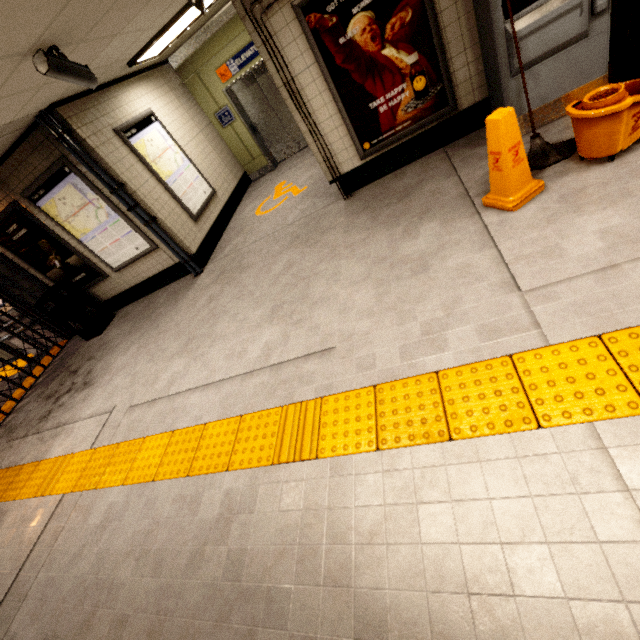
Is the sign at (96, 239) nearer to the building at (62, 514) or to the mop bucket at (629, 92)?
the building at (62, 514)

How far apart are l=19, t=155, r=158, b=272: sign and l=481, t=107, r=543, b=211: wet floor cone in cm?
529

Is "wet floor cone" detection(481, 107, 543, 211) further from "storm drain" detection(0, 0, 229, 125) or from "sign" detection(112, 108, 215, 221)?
"sign" detection(112, 108, 215, 221)

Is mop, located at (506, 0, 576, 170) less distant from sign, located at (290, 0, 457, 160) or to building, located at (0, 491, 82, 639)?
sign, located at (290, 0, 457, 160)

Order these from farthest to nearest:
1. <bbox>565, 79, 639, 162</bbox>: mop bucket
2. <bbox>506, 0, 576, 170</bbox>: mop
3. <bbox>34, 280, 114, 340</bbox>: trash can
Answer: <bbox>34, 280, 114, 340</bbox>: trash can < <bbox>506, 0, 576, 170</bbox>: mop < <bbox>565, 79, 639, 162</bbox>: mop bucket

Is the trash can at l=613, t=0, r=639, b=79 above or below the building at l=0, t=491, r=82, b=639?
above

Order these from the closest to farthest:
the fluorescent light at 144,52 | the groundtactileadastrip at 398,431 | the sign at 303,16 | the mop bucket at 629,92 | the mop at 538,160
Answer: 1. the groundtactileadastrip at 398,431
2. the mop bucket at 629,92
3. the mop at 538,160
4. the sign at 303,16
5. the fluorescent light at 144,52

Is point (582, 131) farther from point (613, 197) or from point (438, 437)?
point (438, 437)
